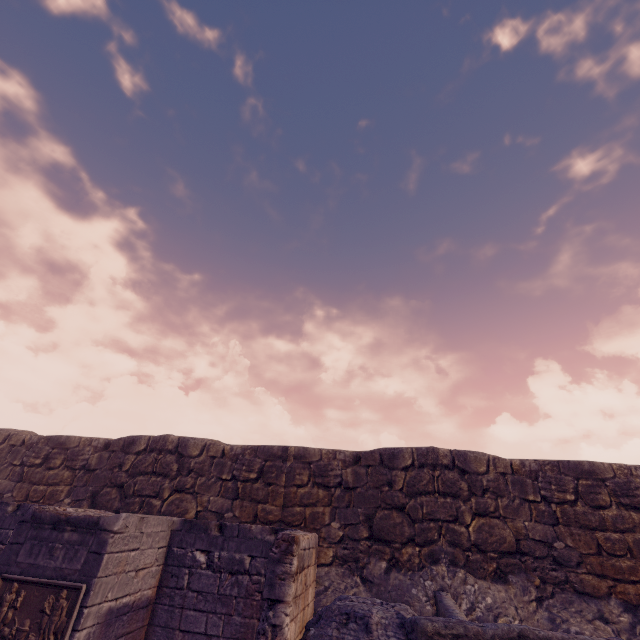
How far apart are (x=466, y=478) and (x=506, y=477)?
1.1 meters
